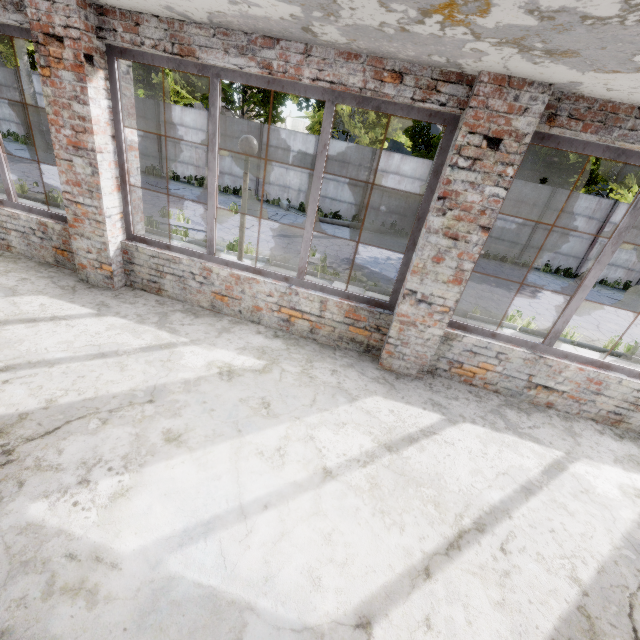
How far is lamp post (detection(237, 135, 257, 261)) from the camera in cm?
512

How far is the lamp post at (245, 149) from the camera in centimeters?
512cm

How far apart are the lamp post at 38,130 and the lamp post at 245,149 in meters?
20.3 m

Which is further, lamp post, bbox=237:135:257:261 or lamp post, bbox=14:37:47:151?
lamp post, bbox=14:37:47:151

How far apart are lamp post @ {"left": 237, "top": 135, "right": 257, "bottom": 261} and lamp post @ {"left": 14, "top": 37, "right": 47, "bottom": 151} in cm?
2027

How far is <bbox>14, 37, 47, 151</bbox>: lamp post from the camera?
16.1 meters

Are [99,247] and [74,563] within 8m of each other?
yes

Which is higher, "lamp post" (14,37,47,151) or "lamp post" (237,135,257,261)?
"lamp post" (237,135,257,261)
